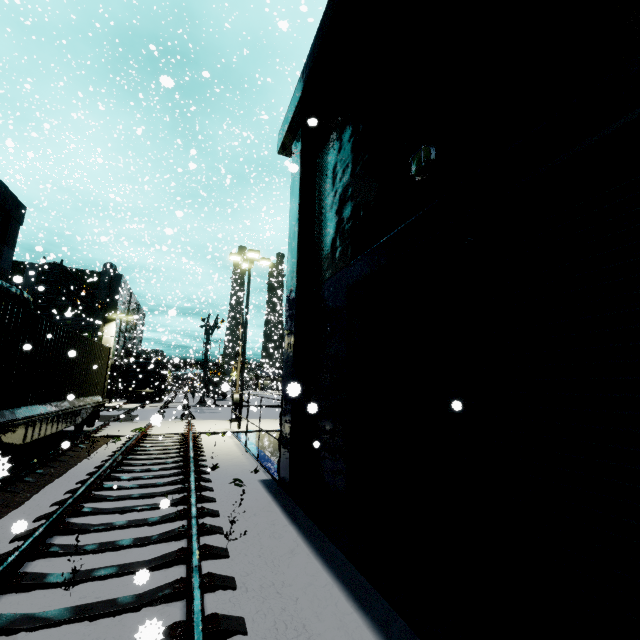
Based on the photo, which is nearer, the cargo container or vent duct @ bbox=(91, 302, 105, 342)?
the cargo container

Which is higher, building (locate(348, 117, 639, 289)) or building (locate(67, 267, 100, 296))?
building (locate(67, 267, 100, 296))

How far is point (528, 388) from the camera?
3.3 meters

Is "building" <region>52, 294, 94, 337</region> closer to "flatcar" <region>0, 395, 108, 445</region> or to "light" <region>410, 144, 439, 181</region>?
"light" <region>410, 144, 439, 181</region>

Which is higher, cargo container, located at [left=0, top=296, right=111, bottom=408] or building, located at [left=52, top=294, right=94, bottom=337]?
building, located at [left=52, top=294, right=94, bottom=337]

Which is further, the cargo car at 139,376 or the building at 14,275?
the cargo car at 139,376

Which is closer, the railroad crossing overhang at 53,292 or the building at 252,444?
the building at 252,444

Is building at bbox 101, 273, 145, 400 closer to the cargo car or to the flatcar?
the cargo car
